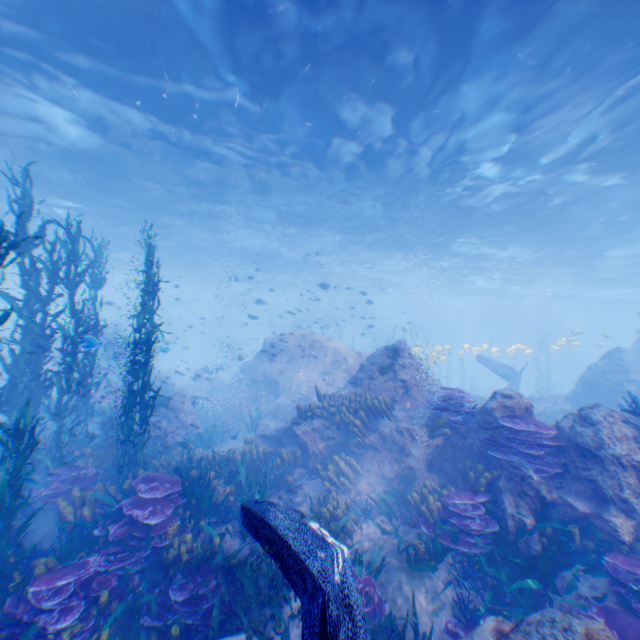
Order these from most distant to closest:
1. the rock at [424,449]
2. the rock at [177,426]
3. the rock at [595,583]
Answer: the rock at [177,426] < the rock at [424,449] < the rock at [595,583]

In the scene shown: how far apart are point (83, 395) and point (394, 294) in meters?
37.6

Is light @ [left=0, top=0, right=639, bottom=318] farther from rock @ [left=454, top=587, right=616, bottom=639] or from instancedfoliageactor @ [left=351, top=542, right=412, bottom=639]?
instancedfoliageactor @ [left=351, top=542, right=412, bottom=639]

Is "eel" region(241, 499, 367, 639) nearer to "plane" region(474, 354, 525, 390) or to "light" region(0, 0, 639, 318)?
"light" region(0, 0, 639, 318)

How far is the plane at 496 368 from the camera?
18.5 meters

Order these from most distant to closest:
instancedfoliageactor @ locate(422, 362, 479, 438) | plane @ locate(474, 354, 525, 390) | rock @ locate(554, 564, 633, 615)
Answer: plane @ locate(474, 354, 525, 390) → instancedfoliageactor @ locate(422, 362, 479, 438) → rock @ locate(554, 564, 633, 615)

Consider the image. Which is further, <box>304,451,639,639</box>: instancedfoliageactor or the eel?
<box>304,451,639,639</box>: instancedfoliageactor

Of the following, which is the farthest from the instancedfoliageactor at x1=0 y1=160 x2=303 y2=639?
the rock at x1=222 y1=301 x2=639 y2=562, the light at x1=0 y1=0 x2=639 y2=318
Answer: the light at x1=0 y1=0 x2=639 y2=318
